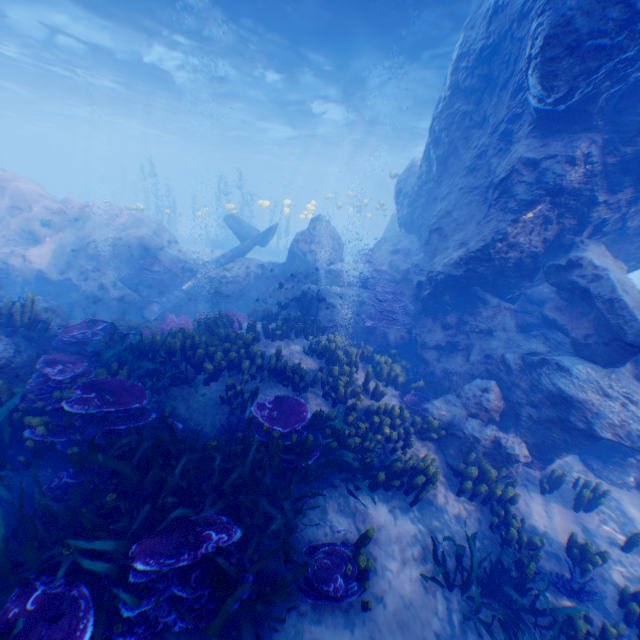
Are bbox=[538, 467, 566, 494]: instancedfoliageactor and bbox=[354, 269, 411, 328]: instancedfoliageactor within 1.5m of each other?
no

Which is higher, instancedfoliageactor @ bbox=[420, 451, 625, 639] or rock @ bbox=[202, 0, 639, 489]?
rock @ bbox=[202, 0, 639, 489]

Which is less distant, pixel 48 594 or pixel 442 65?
pixel 48 594

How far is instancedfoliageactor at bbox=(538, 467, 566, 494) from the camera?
6.93m

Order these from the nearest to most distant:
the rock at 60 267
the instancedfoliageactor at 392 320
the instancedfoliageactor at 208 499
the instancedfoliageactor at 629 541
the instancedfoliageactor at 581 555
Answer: the instancedfoliageactor at 208 499 < the instancedfoliageactor at 581 555 < the instancedfoliageactor at 629 541 < the rock at 60 267 < the instancedfoliageactor at 392 320

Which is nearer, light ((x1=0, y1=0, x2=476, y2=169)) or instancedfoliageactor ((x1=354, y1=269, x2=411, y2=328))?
instancedfoliageactor ((x1=354, y1=269, x2=411, y2=328))

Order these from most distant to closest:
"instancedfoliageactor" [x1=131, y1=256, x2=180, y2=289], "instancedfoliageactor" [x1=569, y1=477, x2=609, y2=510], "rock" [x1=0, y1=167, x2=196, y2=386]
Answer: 1. "instancedfoliageactor" [x1=131, y1=256, x2=180, y2=289]
2. "rock" [x1=0, y1=167, x2=196, y2=386]
3. "instancedfoliageactor" [x1=569, y1=477, x2=609, y2=510]

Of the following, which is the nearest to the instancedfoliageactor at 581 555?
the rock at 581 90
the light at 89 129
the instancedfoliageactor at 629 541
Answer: the rock at 581 90
